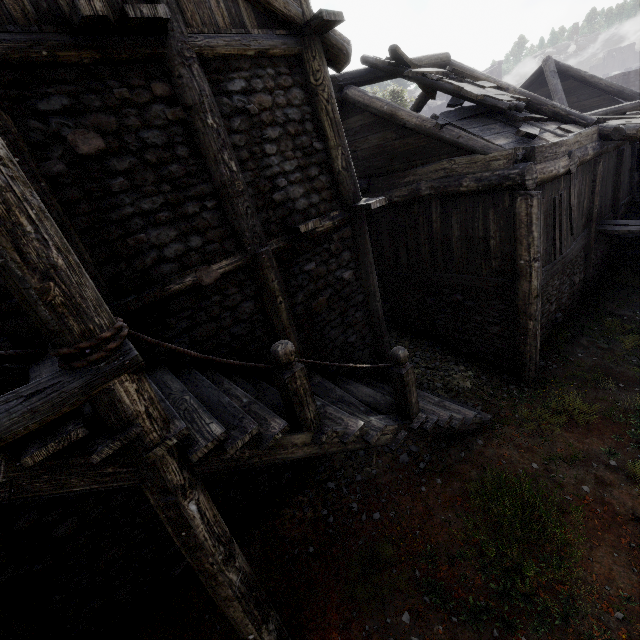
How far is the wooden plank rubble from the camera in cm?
745

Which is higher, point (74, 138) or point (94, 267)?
point (74, 138)

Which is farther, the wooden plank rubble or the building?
the wooden plank rubble

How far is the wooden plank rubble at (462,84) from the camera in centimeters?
745cm

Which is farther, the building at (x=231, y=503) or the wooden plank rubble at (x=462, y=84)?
the wooden plank rubble at (x=462, y=84)
